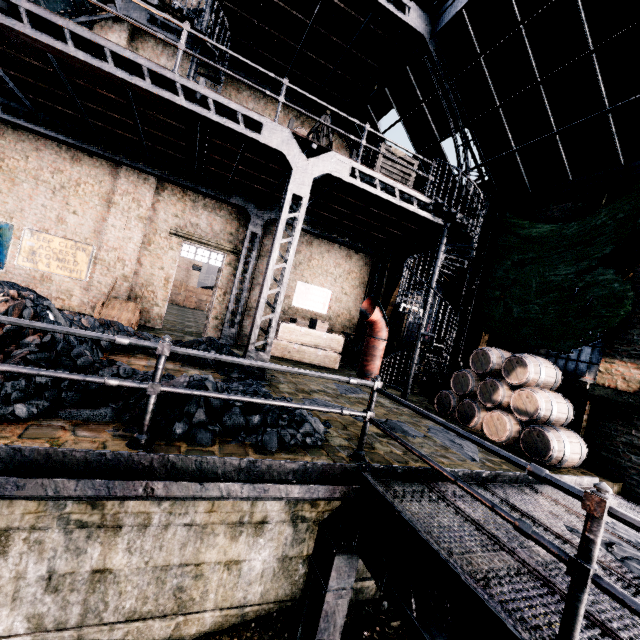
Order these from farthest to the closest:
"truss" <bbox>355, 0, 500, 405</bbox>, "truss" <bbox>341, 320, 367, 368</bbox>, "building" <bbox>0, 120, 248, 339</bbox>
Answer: "truss" <bbox>341, 320, 367, 368</bbox>, "building" <bbox>0, 120, 248, 339</bbox>, "truss" <bbox>355, 0, 500, 405</bbox>

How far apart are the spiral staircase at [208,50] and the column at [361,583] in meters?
14.4 m

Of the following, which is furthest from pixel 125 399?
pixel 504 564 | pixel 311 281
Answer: pixel 311 281

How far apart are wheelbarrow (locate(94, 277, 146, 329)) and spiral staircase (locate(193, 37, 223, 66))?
7.1 meters

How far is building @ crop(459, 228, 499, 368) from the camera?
11.0m

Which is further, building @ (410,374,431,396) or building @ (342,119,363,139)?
building @ (342,119,363,139)

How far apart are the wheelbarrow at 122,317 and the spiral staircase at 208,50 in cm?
709

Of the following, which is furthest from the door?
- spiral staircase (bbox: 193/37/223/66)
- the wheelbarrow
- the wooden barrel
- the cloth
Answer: the cloth
